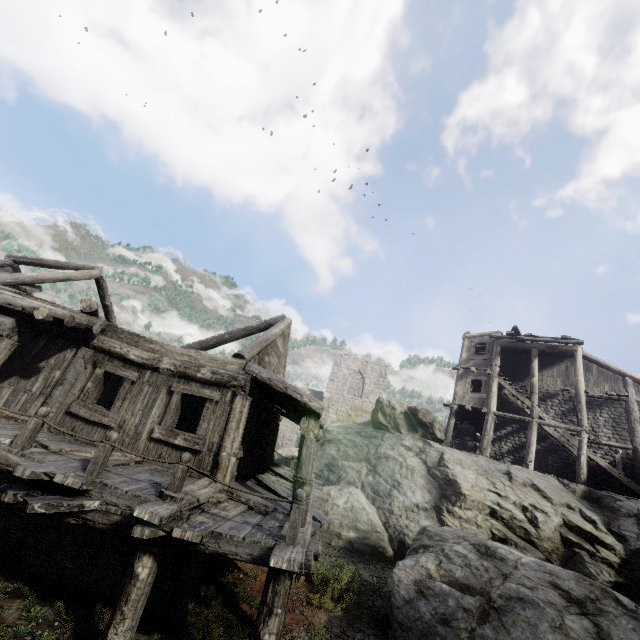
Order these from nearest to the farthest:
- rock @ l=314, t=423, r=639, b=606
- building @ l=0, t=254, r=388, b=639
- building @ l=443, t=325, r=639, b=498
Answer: building @ l=0, t=254, r=388, b=639
rock @ l=314, t=423, r=639, b=606
building @ l=443, t=325, r=639, b=498

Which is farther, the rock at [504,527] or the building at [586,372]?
the building at [586,372]

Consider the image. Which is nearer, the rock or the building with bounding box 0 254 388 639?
the building with bounding box 0 254 388 639

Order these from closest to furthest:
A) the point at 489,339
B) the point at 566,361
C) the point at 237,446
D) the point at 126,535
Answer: the point at 126,535 → the point at 237,446 → the point at 566,361 → the point at 489,339

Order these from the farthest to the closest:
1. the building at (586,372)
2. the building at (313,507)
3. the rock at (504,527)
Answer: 1. the building at (586,372)
2. the rock at (504,527)
3. the building at (313,507)

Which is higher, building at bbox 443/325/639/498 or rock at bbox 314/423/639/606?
building at bbox 443/325/639/498

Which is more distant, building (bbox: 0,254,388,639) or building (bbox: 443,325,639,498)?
building (bbox: 443,325,639,498)
